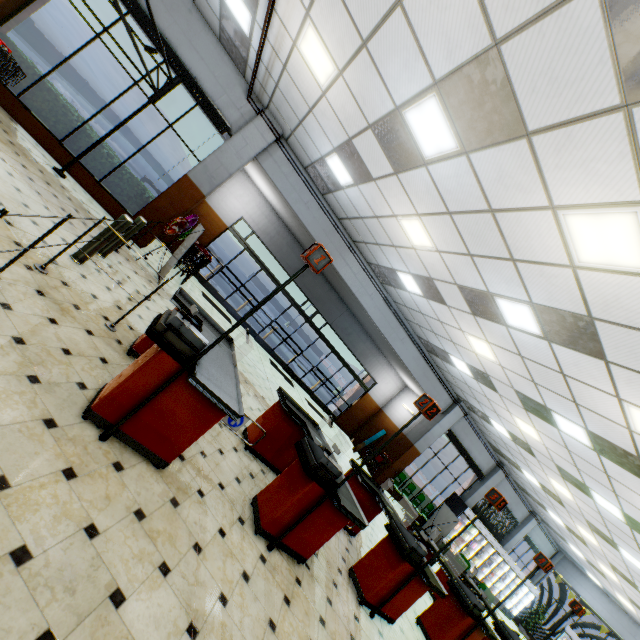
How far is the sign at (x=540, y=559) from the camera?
5.45m

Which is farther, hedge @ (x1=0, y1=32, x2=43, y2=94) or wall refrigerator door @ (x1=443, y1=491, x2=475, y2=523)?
wall refrigerator door @ (x1=443, y1=491, x2=475, y2=523)

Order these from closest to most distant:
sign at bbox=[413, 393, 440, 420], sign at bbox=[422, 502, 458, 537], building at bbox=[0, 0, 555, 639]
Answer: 1. building at bbox=[0, 0, 555, 639]
2. sign at bbox=[413, 393, 440, 420]
3. sign at bbox=[422, 502, 458, 537]

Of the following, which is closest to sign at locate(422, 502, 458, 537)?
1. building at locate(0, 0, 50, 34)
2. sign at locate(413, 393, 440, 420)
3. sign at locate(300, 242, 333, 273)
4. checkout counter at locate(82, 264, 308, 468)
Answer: building at locate(0, 0, 50, 34)

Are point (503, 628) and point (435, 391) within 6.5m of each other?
no

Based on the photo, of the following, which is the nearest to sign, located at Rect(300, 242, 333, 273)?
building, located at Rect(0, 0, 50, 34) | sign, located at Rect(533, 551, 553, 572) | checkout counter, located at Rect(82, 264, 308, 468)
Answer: checkout counter, located at Rect(82, 264, 308, 468)

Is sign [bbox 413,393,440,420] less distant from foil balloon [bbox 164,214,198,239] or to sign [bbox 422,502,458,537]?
foil balloon [bbox 164,214,198,239]

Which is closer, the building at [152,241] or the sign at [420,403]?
the sign at [420,403]
